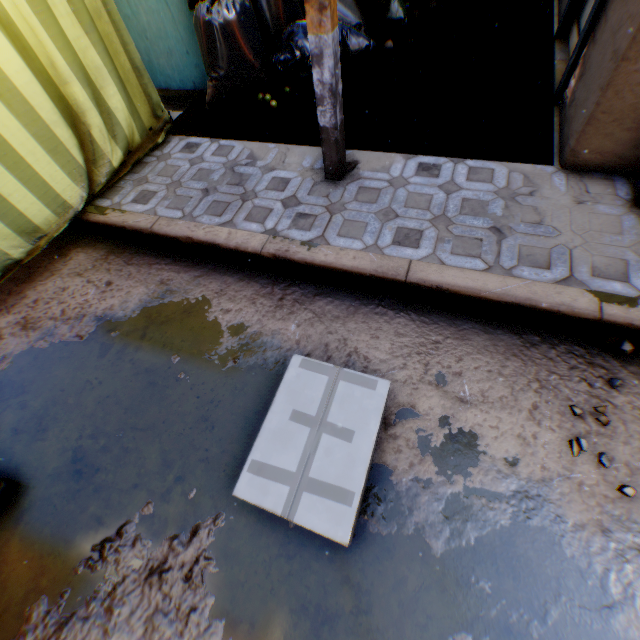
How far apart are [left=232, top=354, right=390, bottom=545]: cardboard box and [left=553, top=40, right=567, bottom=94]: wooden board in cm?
351

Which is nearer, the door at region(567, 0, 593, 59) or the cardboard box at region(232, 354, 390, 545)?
the cardboard box at region(232, 354, 390, 545)

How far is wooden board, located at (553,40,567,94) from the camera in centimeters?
319cm

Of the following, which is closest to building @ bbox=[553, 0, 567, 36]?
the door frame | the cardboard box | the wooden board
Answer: the door frame

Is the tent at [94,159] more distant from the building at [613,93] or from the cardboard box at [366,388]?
the cardboard box at [366,388]

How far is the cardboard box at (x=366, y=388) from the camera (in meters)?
1.35

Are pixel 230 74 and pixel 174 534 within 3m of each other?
no

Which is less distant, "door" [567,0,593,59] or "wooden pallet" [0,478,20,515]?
"wooden pallet" [0,478,20,515]
